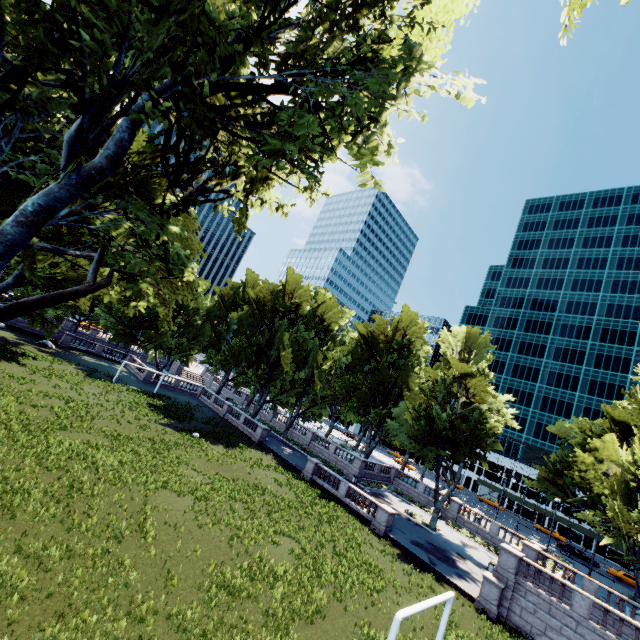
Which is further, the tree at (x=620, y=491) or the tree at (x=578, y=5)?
the tree at (x=620, y=491)

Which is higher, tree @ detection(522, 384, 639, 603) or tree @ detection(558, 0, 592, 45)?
tree @ detection(558, 0, 592, 45)

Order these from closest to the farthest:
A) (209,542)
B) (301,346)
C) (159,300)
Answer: (159,300) → (209,542) → (301,346)

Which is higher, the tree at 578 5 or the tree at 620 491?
the tree at 578 5

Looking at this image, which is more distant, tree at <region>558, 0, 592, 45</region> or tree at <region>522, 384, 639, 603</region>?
tree at <region>522, 384, 639, 603</region>
